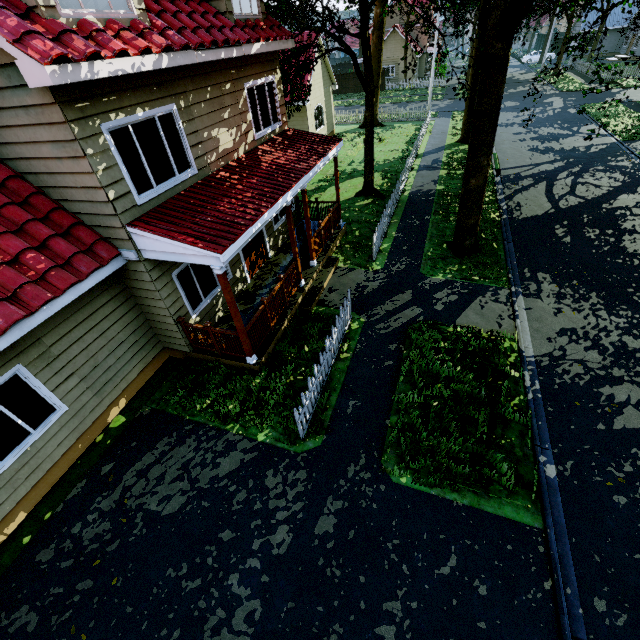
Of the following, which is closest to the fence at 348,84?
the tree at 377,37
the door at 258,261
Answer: the tree at 377,37

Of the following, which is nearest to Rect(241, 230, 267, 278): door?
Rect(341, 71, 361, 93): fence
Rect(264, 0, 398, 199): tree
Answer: Rect(341, 71, 361, 93): fence

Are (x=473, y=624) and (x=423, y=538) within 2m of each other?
yes

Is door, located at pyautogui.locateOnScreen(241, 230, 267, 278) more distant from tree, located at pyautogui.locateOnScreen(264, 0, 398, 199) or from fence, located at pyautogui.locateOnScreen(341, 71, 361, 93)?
tree, located at pyautogui.locateOnScreen(264, 0, 398, 199)

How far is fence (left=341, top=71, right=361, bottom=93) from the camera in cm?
4384

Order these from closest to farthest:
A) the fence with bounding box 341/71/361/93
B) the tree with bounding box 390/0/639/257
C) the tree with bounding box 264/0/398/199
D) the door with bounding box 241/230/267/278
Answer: the tree with bounding box 390/0/639/257
the door with bounding box 241/230/267/278
the tree with bounding box 264/0/398/199
the fence with bounding box 341/71/361/93

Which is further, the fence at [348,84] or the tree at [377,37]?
the fence at [348,84]
